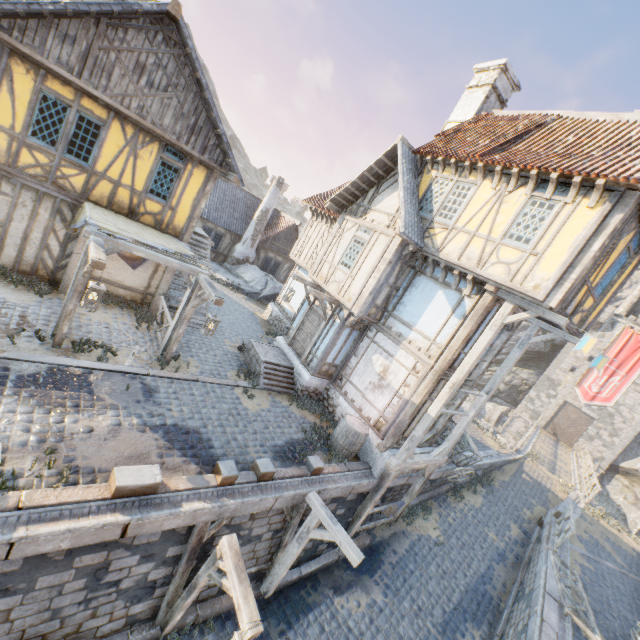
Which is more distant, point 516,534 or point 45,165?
point 516,534

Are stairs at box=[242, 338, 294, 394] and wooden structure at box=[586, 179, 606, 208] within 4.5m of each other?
no

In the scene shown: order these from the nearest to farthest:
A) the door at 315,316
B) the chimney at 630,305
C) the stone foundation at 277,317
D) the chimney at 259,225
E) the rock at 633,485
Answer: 1. the door at 315,316
2. the stone foundation at 277,317
3. the chimney at 259,225
4. the rock at 633,485
5. the chimney at 630,305

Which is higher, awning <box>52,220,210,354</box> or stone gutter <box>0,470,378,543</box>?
awning <box>52,220,210,354</box>

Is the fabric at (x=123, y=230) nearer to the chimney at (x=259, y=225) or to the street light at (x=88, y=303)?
the street light at (x=88, y=303)

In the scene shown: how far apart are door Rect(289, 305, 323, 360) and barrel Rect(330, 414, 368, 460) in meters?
3.2

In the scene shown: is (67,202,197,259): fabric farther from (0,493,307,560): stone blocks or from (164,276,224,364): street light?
(0,493,307,560): stone blocks

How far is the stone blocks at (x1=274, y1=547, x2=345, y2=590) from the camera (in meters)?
8.98
